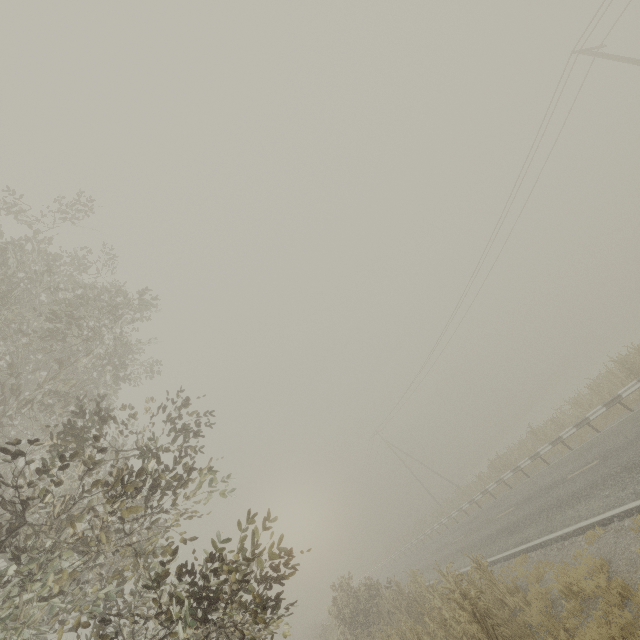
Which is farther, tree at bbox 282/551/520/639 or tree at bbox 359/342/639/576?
tree at bbox 359/342/639/576

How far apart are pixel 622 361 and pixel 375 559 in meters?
52.1

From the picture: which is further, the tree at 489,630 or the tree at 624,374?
the tree at 624,374
